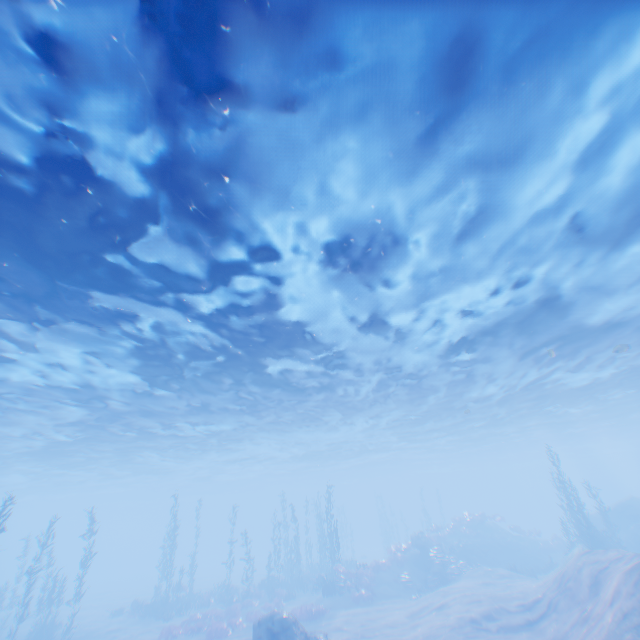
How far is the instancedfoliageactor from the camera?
20.98m

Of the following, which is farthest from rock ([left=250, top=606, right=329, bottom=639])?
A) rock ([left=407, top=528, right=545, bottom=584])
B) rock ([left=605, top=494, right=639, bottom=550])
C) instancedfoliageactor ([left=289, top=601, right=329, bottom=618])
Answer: rock ([left=407, top=528, right=545, bottom=584])

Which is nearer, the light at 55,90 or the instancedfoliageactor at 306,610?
the light at 55,90

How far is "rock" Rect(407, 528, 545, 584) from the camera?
27.5m

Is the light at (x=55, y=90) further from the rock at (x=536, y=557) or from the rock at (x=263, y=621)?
the rock at (x=536, y=557)

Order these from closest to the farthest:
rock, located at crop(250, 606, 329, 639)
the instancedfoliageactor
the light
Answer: the light
rock, located at crop(250, 606, 329, 639)
the instancedfoliageactor

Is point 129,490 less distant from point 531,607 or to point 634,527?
point 531,607

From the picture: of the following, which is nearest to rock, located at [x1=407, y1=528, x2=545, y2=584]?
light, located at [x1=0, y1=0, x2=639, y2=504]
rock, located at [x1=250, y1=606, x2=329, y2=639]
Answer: light, located at [x1=0, y1=0, x2=639, y2=504]
